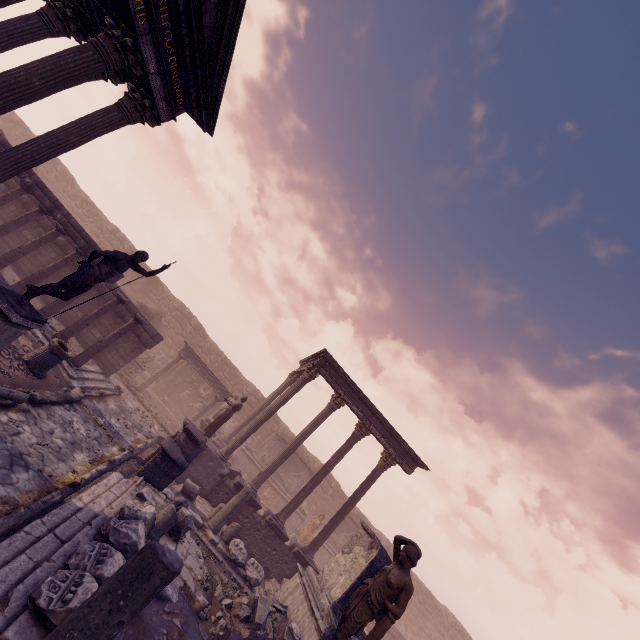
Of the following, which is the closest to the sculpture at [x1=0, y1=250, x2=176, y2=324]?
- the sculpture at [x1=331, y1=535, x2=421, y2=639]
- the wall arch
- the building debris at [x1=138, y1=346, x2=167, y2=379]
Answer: the sculpture at [x1=331, y1=535, x2=421, y2=639]

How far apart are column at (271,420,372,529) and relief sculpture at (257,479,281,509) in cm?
740

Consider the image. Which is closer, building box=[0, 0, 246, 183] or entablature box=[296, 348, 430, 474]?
building box=[0, 0, 246, 183]

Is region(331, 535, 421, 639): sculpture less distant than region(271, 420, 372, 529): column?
Result: Yes

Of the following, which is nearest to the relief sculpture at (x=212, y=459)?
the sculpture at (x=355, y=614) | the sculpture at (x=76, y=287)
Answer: the sculpture at (x=76, y=287)

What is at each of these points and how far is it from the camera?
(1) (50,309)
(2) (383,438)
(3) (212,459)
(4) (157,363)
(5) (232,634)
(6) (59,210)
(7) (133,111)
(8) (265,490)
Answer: (1) column, 11.3 meters
(2) entablature, 15.2 meters
(3) relief sculpture, 12.8 meters
(4) building debris, 22.1 meters
(5) building debris, 4.6 meters
(6) entablature, 11.9 meters
(7) building, 7.7 meters
(8) relief sculpture, 20.9 meters

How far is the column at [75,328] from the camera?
11.2 meters

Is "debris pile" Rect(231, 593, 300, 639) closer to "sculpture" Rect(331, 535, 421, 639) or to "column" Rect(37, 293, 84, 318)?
"sculpture" Rect(331, 535, 421, 639)
